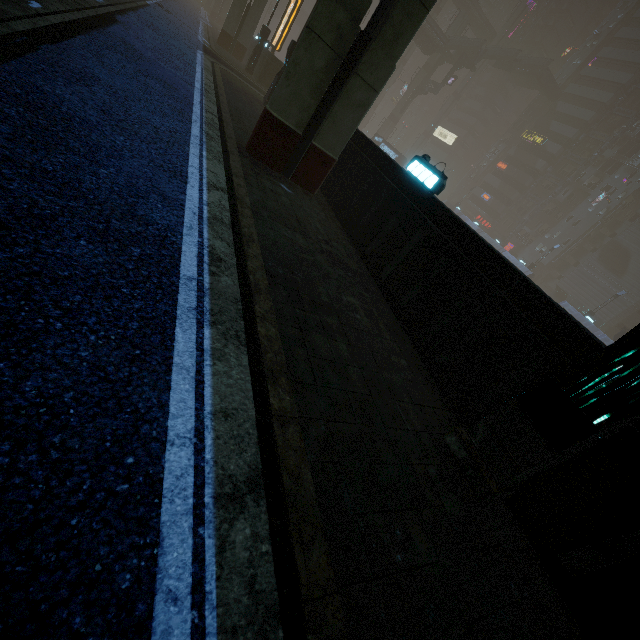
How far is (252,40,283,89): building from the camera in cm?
2242

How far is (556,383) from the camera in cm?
334

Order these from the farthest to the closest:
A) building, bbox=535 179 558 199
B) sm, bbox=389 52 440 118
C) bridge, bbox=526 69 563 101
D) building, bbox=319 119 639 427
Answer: building, bbox=535 179 558 199 < bridge, bbox=526 69 563 101 < sm, bbox=389 52 440 118 < building, bbox=319 119 639 427

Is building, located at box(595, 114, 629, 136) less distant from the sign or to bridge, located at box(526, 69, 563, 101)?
bridge, located at box(526, 69, 563, 101)

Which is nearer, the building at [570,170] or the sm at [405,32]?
the sm at [405,32]

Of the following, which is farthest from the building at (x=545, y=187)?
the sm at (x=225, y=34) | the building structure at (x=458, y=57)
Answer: the building structure at (x=458, y=57)

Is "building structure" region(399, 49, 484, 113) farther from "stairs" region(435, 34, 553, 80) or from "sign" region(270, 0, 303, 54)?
"sign" region(270, 0, 303, 54)

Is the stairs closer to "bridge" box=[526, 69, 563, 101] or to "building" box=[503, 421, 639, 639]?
"bridge" box=[526, 69, 563, 101]
